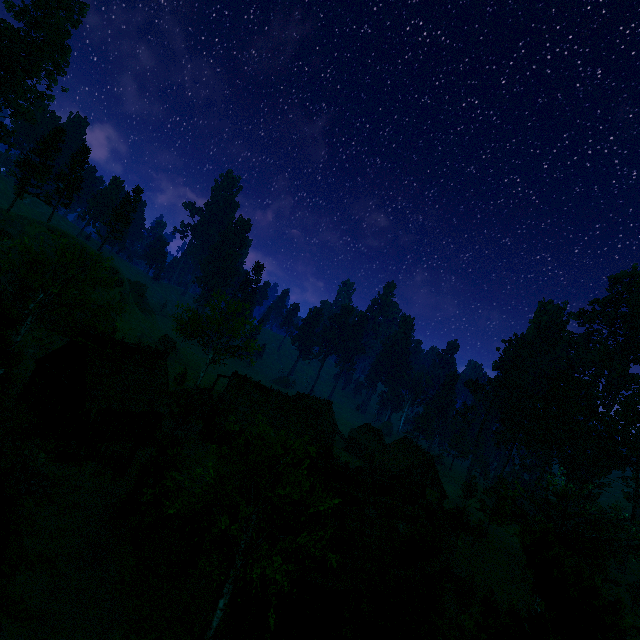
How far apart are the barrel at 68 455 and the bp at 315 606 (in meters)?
18.09

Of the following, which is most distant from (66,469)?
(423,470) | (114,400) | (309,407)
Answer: (423,470)

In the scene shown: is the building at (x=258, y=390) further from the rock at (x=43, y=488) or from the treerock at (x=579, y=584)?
the rock at (x=43, y=488)

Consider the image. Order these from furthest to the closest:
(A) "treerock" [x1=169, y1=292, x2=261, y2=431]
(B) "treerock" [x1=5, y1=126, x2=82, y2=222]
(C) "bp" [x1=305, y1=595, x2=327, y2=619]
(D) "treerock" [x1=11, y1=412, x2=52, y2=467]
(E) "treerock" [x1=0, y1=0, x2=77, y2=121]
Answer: (E) "treerock" [x1=0, y1=0, x2=77, y2=121], (B) "treerock" [x1=5, y1=126, x2=82, y2=222], (A) "treerock" [x1=169, y1=292, x2=261, y2=431], (D) "treerock" [x1=11, y1=412, x2=52, y2=467], (C) "bp" [x1=305, y1=595, x2=327, y2=619]

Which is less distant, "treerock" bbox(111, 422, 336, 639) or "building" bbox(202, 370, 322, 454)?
"treerock" bbox(111, 422, 336, 639)

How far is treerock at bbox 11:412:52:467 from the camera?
20.2m

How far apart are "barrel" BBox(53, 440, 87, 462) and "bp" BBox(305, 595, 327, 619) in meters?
18.1 m

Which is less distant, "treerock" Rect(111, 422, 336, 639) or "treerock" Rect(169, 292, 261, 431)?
"treerock" Rect(111, 422, 336, 639)
